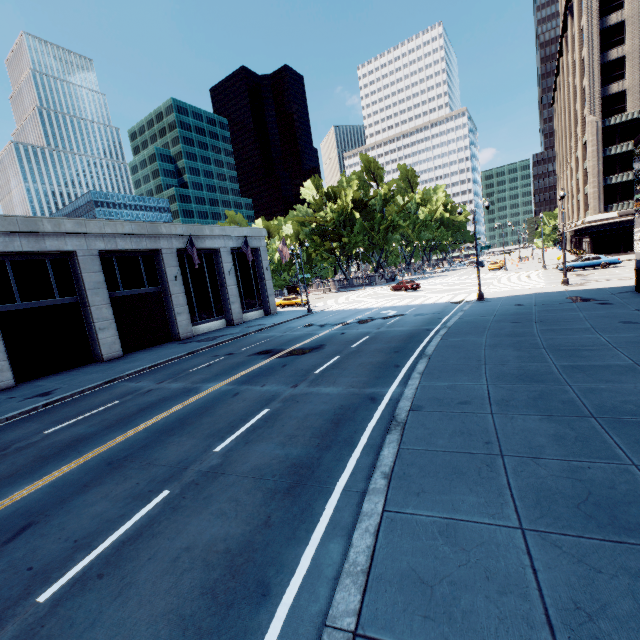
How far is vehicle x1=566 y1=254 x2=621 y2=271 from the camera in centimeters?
3391cm

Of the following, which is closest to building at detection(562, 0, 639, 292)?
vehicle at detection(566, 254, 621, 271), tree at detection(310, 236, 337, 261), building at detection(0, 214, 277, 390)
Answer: tree at detection(310, 236, 337, 261)

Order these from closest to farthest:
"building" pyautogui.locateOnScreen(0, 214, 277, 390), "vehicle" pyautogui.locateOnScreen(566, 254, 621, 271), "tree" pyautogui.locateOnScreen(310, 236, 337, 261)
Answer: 1. "building" pyautogui.locateOnScreen(0, 214, 277, 390)
2. "vehicle" pyautogui.locateOnScreen(566, 254, 621, 271)
3. "tree" pyautogui.locateOnScreen(310, 236, 337, 261)

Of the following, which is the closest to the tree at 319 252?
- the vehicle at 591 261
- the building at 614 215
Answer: the building at 614 215

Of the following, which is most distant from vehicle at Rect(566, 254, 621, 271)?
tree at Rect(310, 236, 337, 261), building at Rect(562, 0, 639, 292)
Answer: tree at Rect(310, 236, 337, 261)

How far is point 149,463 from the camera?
7.9 meters

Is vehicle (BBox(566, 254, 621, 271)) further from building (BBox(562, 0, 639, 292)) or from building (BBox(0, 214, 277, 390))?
building (BBox(0, 214, 277, 390))

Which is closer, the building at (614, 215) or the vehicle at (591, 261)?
the vehicle at (591, 261)
